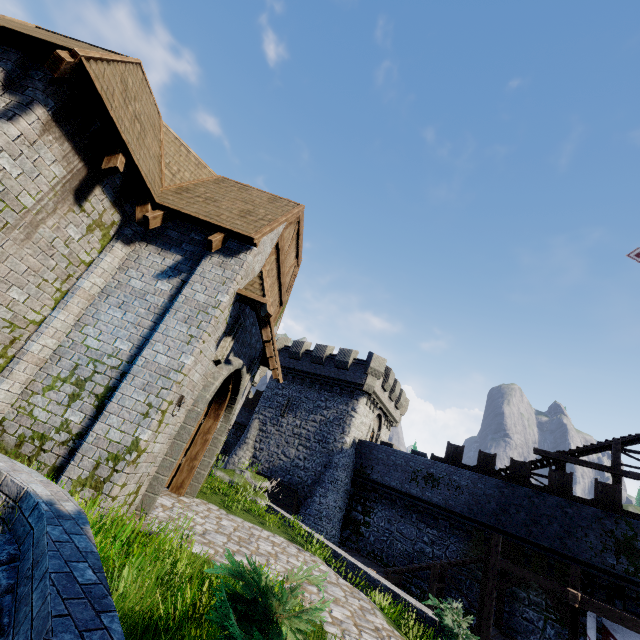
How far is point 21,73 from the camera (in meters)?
5.07

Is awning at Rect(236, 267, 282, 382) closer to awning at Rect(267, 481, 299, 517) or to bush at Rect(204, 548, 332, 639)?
bush at Rect(204, 548, 332, 639)

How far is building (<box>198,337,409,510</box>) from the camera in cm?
2498

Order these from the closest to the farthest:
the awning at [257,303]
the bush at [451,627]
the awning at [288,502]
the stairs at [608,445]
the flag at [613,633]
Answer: the bush at [451,627]
the awning at [257,303]
the flag at [613,633]
the stairs at [608,445]
the awning at [288,502]

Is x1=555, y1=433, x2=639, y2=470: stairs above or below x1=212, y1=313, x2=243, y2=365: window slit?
above

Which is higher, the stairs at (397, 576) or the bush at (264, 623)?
the bush at (264, 623)

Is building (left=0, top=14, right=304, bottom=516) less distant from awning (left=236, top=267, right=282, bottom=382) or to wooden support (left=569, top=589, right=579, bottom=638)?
awning (left=236, top=267, right=282, bottom=382)

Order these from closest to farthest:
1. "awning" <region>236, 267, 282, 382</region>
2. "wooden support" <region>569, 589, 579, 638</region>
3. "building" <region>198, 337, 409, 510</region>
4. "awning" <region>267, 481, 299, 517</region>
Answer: "awning" <region>236, 267, 282, 382</region>
"wooden support" <region>569, 589, 579, 638</region>
"awning" <region>267, 481, 299, 517</region>
"building" <region>198, 337, 409, 510</region>
